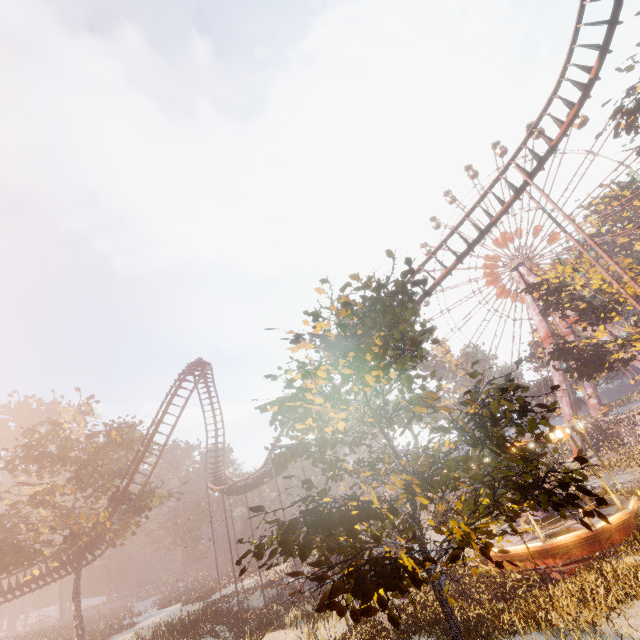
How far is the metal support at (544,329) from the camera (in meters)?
44.89

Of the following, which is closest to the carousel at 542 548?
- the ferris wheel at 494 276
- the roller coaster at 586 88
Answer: the roller coaster at 586 88

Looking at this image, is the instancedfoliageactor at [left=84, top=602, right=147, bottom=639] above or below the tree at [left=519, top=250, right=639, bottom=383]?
below

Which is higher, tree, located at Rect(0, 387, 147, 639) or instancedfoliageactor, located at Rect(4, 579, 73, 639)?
tree, located at Rect(0, 387, 147, 639)

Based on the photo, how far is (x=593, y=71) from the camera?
15.50m

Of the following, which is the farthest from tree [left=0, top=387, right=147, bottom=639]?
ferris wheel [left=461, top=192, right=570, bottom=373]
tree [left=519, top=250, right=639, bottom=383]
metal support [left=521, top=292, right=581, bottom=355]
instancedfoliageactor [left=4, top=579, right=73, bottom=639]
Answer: ferris wheel [left=461, top=192, right=570, bottom=373]

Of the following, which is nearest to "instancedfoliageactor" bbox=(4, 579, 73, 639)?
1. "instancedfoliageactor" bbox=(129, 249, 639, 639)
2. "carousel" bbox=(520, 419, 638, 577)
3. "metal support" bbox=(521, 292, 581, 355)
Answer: "carousel" bbox=(520, 419, 638, 577)

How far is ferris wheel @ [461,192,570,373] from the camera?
48.4 meters
